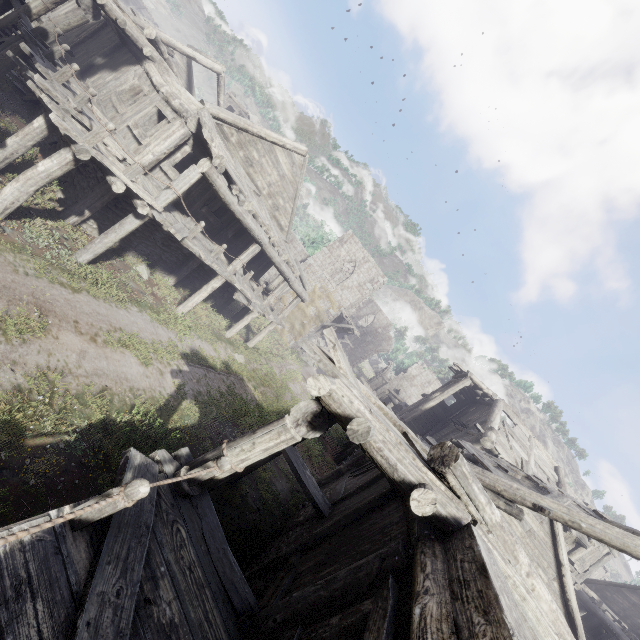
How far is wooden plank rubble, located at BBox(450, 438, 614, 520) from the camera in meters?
9.0

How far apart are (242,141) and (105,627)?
14.3m

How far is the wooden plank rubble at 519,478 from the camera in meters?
9.0 m

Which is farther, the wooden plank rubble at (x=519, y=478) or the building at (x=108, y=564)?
the wooden plank rubble at (x=519, y=478)

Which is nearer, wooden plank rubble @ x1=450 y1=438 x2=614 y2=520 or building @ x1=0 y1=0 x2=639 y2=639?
building @ x1=0 y1=0 x2=639 y2=639
